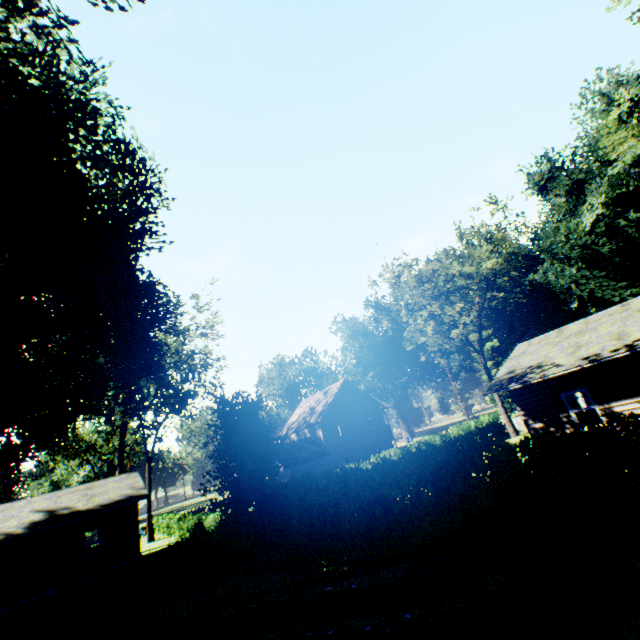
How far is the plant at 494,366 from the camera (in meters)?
54.64

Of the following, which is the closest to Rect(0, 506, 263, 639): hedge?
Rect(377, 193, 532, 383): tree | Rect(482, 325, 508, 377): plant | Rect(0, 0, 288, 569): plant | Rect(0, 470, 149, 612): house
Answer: Rect(0, 0, 288, 569): plant

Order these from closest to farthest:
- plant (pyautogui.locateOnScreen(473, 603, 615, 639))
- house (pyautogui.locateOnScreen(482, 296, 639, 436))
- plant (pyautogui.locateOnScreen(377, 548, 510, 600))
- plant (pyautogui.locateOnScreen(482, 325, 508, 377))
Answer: plant (pyautogui.locateOnScreen(473, 603, 615, 639)) < plant (pyautogui.locateOnScreen(377, 548, 510, 600)) < house (pyautogui.locateOnScreen(482, 296, 639, 436)) < plant (pyautogui.locateOnScreen(482, 325, 508, 377))

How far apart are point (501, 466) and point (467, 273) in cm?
2822

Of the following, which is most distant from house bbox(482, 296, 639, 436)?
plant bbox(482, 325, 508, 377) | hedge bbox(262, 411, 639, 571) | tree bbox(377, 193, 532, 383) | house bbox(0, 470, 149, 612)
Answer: plant bbox(482, 325, 508, 377)

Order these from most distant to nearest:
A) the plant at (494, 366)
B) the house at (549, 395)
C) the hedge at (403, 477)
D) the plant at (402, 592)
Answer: the plant at (494, 366)
the house at (549, 395)
the hedge at (403, 477)
the plant at (402, 592)

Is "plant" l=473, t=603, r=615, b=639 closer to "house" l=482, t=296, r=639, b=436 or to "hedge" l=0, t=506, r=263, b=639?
"hedge" l=0, t=506, r=263, b=639

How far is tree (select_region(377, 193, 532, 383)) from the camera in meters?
29.7
